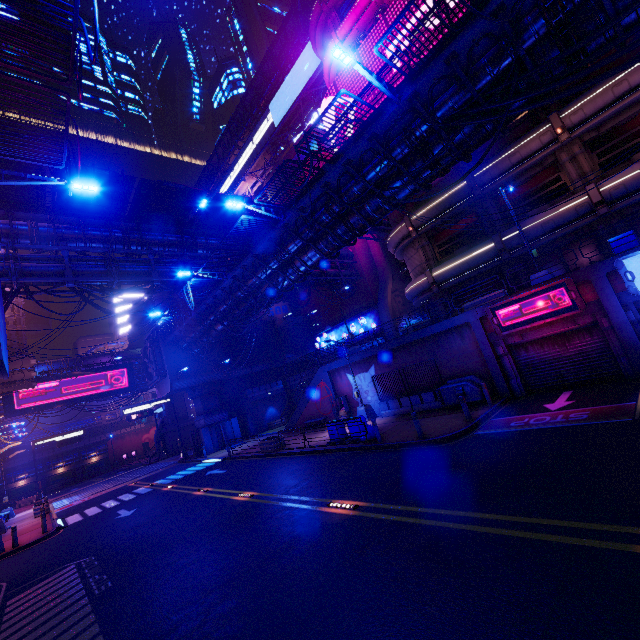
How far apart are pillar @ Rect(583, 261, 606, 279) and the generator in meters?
6.3

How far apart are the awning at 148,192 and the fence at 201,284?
6.0 meters

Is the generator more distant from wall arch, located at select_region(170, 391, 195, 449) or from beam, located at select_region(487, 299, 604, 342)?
wall arch, located at select_region(170, 391, 195, 449)

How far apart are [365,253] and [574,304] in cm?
2871

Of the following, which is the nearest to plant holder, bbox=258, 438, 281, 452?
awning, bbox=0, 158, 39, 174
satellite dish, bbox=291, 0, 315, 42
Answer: awning, bbox=0, 158, 39, 174

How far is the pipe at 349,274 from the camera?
34.8m

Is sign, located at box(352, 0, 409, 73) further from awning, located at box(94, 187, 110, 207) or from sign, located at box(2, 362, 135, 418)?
sign, located at box(2, 362, 135, 418)

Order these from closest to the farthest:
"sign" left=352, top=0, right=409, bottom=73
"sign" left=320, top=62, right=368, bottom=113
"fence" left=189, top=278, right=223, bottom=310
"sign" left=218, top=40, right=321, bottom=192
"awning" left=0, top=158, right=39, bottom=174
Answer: "awning" left=0, top=158, right=39, bottom=174
"fence" left=189, top=278, right=223, bottom=310
"sign" left=352, top=0, right=409, bottom=73
"sign" left=320, top=62, right=368, bottom=113
"sign" left=218, top=40, right=321, bottom=192
